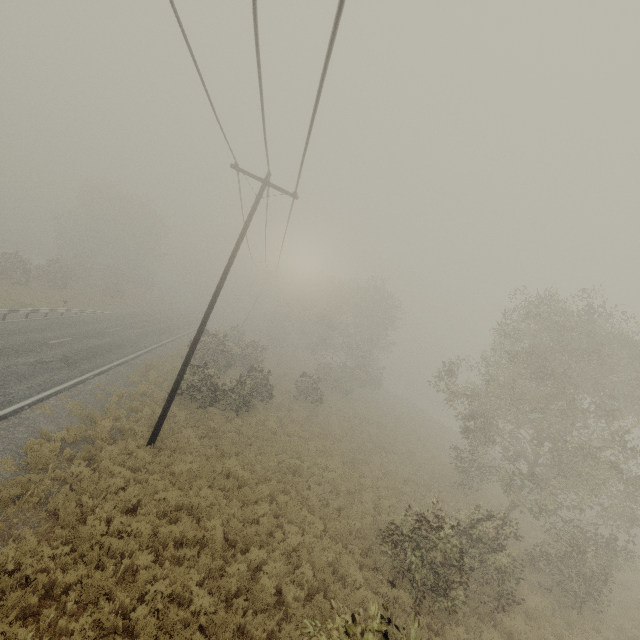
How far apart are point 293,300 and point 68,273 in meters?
27.5
